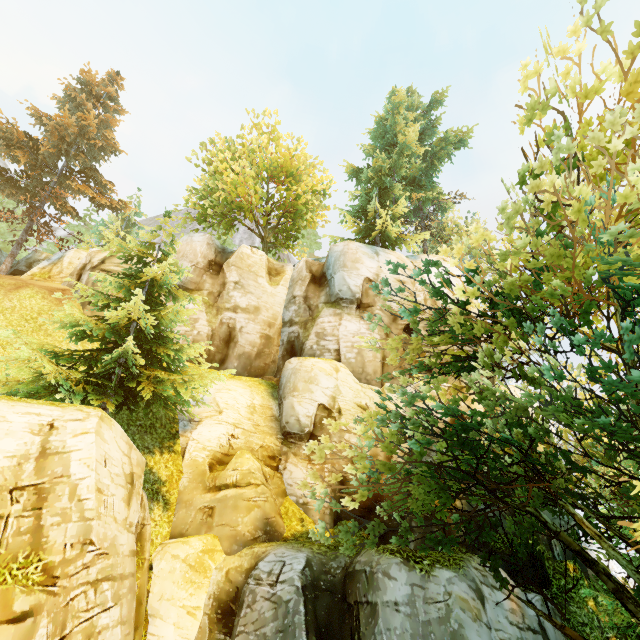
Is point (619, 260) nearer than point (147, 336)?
Yes
